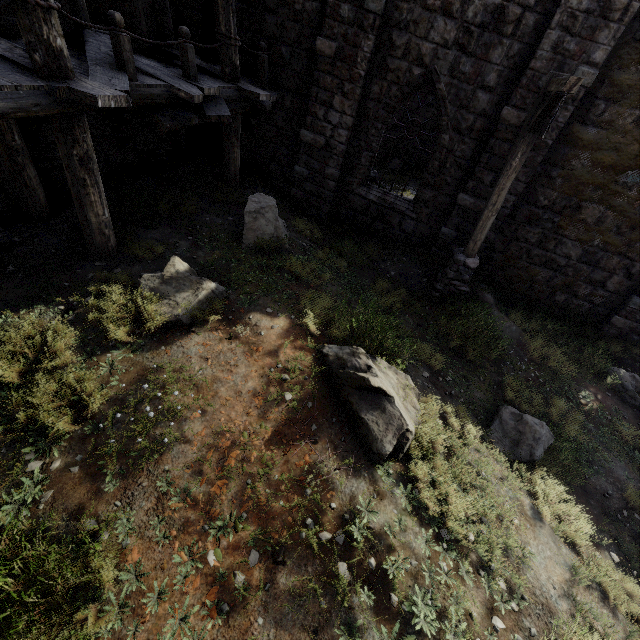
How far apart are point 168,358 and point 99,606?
2.6m

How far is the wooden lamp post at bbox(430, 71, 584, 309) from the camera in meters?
5.2

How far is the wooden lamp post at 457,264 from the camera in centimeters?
523cm
